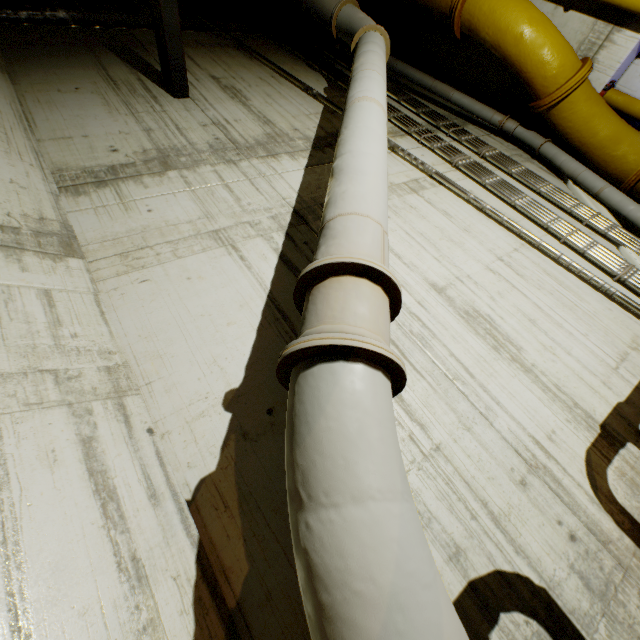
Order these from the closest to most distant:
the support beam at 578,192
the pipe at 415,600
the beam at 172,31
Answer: the pipe at 415,600 → the beam at 172,31 → the support beam at 578,192

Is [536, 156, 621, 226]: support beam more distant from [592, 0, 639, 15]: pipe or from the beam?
the beam

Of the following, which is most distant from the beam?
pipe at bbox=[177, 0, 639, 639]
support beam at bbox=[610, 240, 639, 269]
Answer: support beam at bbox=[610, 240, 639, 269]

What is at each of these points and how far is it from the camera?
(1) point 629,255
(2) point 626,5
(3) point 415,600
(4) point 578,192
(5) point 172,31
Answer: (1) support beam, 4.8 meters
(2) pipe, 4.8 meters
(3) pipe, 1.0 meters
(4) support beam, 5.8 meters
(5) beam, 4.7 meters

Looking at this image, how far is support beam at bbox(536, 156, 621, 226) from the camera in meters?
5.4 m

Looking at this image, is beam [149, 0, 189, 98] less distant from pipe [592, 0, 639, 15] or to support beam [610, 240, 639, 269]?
pipe [592, 0, 639, 15]

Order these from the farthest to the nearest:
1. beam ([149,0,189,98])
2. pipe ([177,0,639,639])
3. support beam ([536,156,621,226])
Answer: support beam ([536,156,621,226]) < beam ([149,0,189,98]) < pipe ([177,0,639,639])

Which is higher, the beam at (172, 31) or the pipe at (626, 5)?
the beam at (172, 31)
